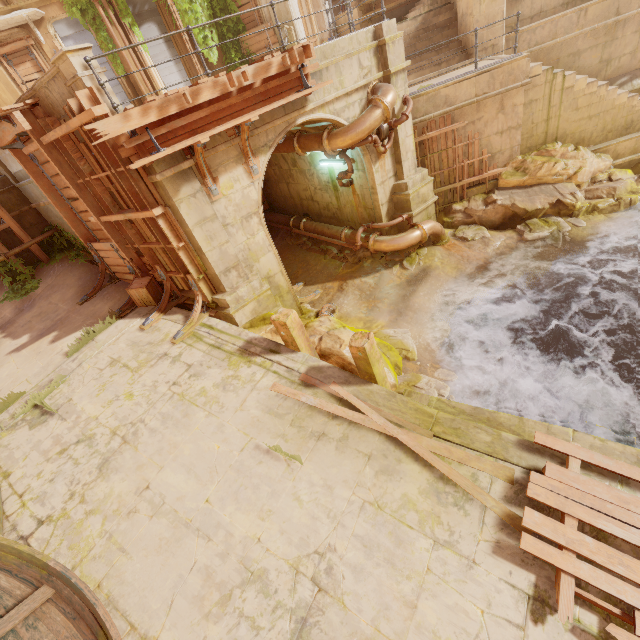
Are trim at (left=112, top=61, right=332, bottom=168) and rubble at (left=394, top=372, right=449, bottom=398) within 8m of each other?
yes

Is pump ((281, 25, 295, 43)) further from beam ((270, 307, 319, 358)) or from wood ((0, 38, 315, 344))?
beam ((270, 307, 319, 358))

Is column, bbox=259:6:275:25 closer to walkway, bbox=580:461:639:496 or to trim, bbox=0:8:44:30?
trim, bbox=0:8:44:30

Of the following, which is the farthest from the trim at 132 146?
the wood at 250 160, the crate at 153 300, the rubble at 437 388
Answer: the rubble at 437 388

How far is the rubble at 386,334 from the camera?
8.2 meters

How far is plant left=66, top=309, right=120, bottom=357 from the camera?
8.14m

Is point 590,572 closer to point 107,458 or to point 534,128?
point 107,458

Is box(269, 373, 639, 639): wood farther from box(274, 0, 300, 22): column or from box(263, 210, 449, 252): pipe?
box(274, 0, 300, 22): column
